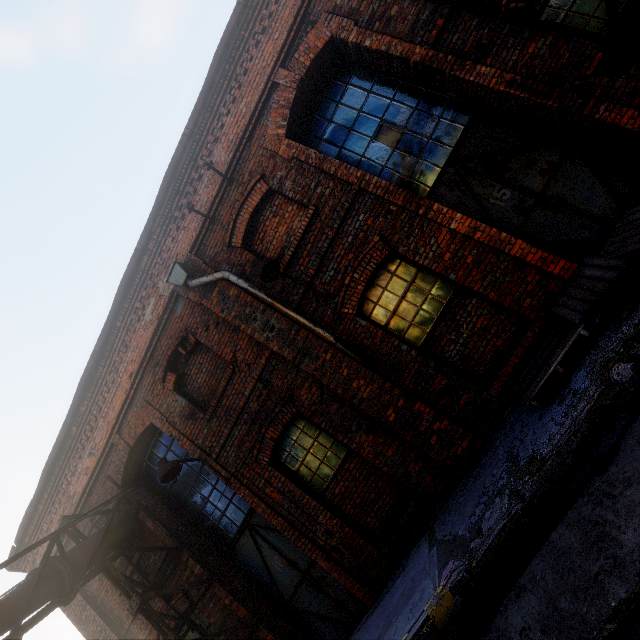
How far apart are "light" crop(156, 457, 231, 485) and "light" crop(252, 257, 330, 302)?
3.9m

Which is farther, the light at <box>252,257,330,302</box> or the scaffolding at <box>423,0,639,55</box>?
the light at <box>252,257,330,302</box>

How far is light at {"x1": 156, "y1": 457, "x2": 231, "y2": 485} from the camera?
5.9 meters

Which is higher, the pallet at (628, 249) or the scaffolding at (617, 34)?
the scaffolding at (617, 34)

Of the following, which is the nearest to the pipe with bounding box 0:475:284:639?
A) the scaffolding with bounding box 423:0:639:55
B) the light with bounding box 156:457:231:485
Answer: the scaffolding with bounding box 423:0:639:55

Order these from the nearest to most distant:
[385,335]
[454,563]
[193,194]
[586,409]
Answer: [586,409]
[454,563]
[385,335]
[193,194]

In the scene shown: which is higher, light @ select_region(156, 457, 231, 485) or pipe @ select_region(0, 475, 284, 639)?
pipe @ select_region(0, 475, 284, 639)

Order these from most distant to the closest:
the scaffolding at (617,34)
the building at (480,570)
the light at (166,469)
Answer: the light at (166,469)
the scaffolding at (617,34)
the building at (480,570)
